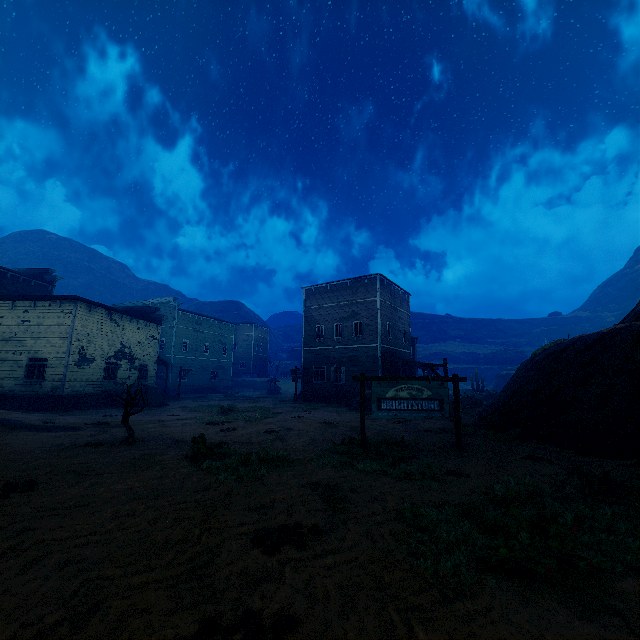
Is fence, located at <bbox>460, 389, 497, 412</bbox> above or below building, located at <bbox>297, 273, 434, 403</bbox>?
below

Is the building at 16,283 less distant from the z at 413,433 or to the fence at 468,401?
the z at 413,433

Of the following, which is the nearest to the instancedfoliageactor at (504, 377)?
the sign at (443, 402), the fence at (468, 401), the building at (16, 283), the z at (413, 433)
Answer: the z at (413, 433)

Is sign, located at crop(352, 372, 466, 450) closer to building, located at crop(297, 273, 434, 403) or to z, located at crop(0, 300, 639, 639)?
z, located at crop(0, 300, 639, 639)

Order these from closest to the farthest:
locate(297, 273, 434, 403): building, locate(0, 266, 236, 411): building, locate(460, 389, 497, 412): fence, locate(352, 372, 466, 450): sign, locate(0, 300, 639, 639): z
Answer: locate(0, 300, 639, 639): z < locate(352, 372, 466, 450): sign < locate(0, 266, 236, 411): building < locate(460, 389, 497, 412): fence < locate(297, 273, 434, 403): building

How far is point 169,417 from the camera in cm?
1689

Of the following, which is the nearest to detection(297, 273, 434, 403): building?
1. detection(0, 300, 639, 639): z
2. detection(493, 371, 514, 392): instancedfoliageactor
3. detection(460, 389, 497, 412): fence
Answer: detection(0, 300, 639, 639): z

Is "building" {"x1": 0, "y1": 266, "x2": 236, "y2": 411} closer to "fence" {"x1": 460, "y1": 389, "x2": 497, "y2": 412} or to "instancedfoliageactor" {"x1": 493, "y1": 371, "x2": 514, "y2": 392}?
"fence" {"x1": 460, "y1": 389, "x2": 497, "y2": 412}
